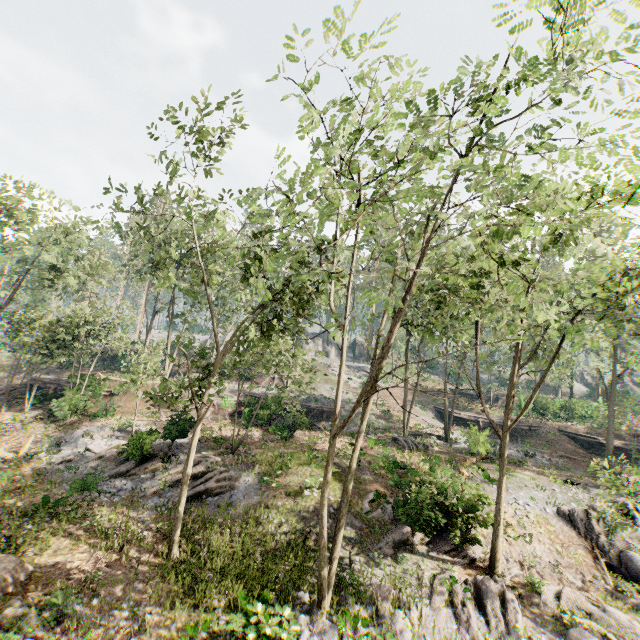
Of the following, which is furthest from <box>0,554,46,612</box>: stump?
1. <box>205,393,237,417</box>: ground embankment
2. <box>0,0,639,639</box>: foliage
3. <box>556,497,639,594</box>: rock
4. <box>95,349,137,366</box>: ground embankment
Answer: <box>95,349,137,366</box>: ground embankment

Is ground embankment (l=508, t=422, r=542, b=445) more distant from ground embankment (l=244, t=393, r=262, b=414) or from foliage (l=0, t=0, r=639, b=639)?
foliage (l=0, t=0, r=639, b=639)

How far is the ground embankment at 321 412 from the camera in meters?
26.5 m

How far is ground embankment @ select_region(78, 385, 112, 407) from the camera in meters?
25.3 m

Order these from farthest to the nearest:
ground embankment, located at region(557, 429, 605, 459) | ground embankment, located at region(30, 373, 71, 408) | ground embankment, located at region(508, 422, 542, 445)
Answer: ground embankment, located at region(508, 422, 542, 445), ground embankment, located at region(557, 429, 605, 459), ground embankment, located at region(30, 373, 71, 408)

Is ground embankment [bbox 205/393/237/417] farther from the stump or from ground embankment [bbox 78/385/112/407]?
the stump

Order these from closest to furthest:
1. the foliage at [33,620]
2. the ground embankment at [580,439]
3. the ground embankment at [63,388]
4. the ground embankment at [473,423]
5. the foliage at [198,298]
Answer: the foliage at [198,298] < the foliage at [33,620] < the ground embankment at [473,423] < the ground embankment at [63,388] < the ground embankment at [580,439]

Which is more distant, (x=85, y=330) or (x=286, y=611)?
(x=85, y=330)
